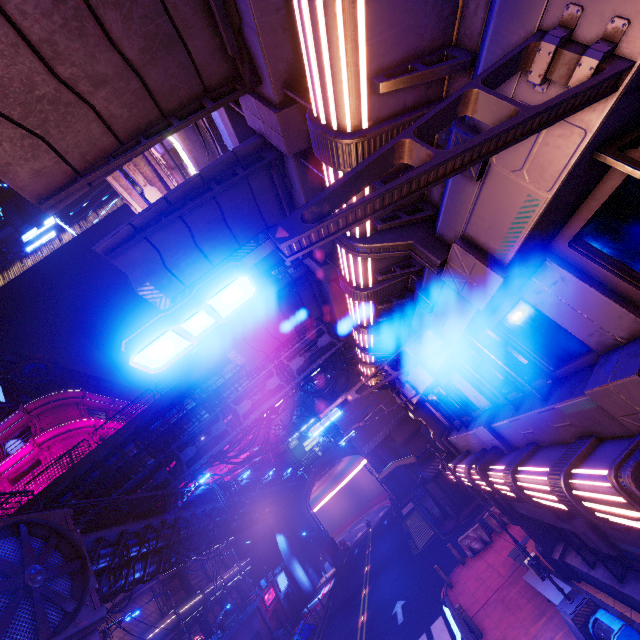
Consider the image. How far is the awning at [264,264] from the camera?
9.6 meters

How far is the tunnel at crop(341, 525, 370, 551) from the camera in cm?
5160

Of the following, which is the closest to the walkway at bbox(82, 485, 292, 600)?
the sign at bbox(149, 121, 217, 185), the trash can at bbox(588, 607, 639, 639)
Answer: the sign at bbox(149, 121, 217, 185)

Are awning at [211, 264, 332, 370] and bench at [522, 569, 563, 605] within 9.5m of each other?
no

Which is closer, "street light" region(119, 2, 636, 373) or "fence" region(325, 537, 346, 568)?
"street light" region(119, 2, 636, 373)

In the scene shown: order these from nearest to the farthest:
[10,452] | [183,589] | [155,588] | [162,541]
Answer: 1. [162,541]
2. [155,588]
3. [183,589]
4. [10,452]

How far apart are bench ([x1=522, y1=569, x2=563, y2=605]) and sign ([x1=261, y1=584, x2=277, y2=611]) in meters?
33.7

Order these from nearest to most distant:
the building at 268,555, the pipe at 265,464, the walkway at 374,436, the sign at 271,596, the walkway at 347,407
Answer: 1. the walkway at 347,407
2. the walkway at 374,436
3. the sign at 271,596
4. the pipe at 265,464
5. the building at 268,555
